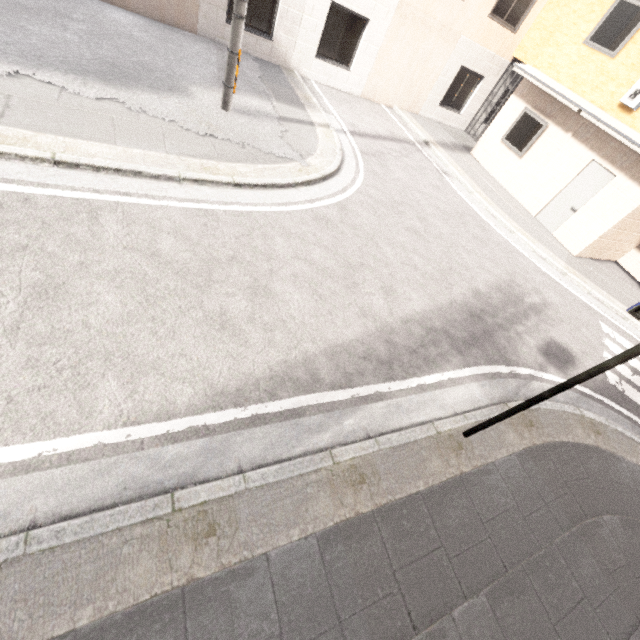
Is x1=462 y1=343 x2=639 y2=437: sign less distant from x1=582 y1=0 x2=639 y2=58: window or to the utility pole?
the utility pole

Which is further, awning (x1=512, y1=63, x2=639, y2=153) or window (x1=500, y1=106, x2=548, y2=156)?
window (x1=500, y1=106, x2=548, y2=156)

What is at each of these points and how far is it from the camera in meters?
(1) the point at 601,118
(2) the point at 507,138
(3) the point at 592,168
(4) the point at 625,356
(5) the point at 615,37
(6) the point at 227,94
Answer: (1) awning, 8.8
(2) window, 11.6
(3) door, 9.6
(4) sign, 2.7
(5) window, 9.0
(6) utility pole, 7.0

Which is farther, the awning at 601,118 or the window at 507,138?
the window at 507,138

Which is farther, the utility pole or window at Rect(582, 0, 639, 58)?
window at Rect(582, 0, 639, 58)

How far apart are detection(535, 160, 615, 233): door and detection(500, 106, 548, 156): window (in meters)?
1.85

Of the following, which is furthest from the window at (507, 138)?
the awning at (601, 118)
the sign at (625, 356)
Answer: the sign at (625, 356)

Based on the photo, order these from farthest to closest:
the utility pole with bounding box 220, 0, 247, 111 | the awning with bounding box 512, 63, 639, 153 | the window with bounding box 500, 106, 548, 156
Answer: the window with bounding box 500, 106, 548, 156 → the awning with bounding box 512, 63, 639, 153 → the utility pole with bounding box 220, 0, 247, 111
